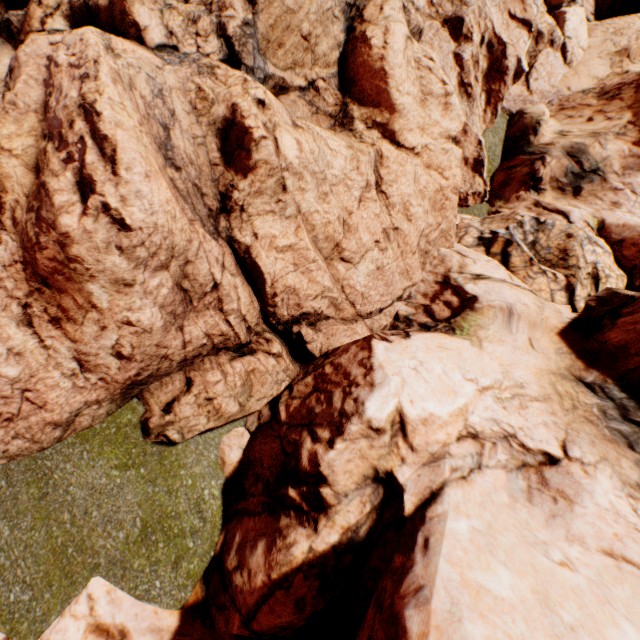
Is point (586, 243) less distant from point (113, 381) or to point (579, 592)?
point (579, 592)
